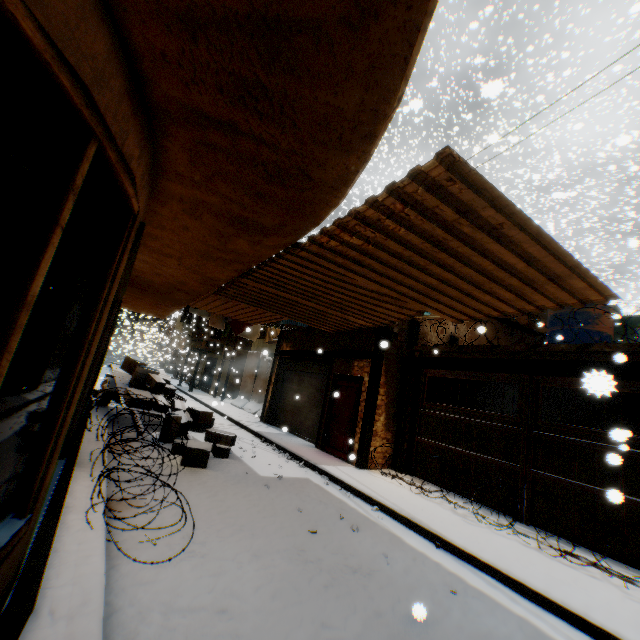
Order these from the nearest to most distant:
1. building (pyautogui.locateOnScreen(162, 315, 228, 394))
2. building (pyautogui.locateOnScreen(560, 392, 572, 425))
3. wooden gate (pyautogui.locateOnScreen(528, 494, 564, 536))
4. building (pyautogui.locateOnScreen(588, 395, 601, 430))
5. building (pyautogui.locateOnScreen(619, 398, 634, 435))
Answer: wooden gate (pyautogui.locateOnScreen(528, 494, 564, 536)), building (pyautogui.locateOnScreen(619, 398, 634, 435)), building (pyautogui.locateOnScreen(588, 395, 601, 430)), building (pyautogui.locateOnScreen(560, 392, 572, 425)), building (pyautogui.locateOnScreen(162, 315, 228, 394))

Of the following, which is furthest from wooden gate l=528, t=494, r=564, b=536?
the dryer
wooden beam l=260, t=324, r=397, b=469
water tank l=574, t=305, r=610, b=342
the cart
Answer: the cart

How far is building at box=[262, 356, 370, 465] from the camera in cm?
930

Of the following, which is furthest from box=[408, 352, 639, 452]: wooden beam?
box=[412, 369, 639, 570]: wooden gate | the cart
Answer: the cart

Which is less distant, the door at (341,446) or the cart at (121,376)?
the door at (341,446)

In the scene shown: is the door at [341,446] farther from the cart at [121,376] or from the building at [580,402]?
the cart at [121,376]

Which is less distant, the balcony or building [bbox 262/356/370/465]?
building [bbox 262/356/370/465]

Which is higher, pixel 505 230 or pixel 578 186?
pixel 578 186
